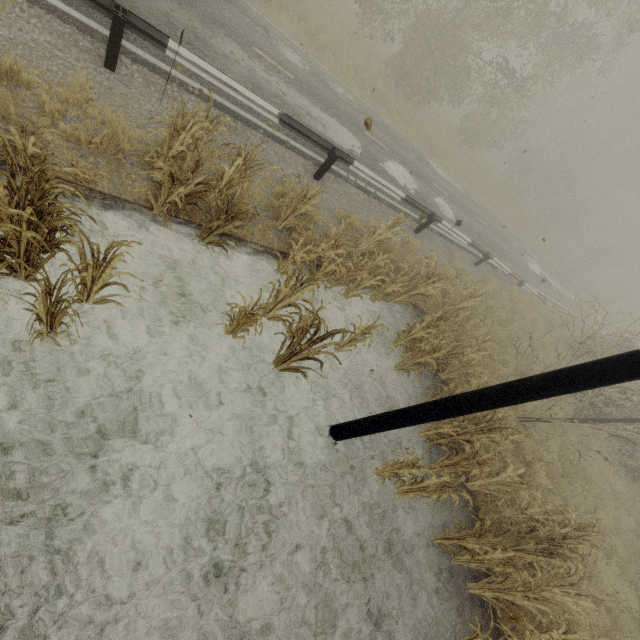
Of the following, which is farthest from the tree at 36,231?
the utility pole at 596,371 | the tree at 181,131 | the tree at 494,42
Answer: the utility pole at 596,371

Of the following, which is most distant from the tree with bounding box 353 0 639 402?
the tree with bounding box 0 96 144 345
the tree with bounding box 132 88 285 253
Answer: the tree with bounding box 0 96 144 345

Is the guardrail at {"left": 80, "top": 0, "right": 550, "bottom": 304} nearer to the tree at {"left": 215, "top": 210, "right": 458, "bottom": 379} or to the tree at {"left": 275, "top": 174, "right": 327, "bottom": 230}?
A: the tree at {"left": 275, "top": 174, "right": 327, "bottom": 230}

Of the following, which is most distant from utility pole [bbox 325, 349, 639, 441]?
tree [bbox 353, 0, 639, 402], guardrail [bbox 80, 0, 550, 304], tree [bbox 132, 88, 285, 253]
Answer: guardrail [bbox 80, 0, 550, 304]

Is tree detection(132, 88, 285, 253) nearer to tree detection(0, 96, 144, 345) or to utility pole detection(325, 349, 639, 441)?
tree detection(0, 96, 144, 345)

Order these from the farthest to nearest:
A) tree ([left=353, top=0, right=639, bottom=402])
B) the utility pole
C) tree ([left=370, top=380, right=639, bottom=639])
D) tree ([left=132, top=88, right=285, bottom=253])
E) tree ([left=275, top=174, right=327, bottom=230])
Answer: tree ([left=353, top=0, right=639, bottom=402]) < tree ([left=275, top=174, right=327, bottom=230]) < tree ([left=370, top=380, right=639, bottom=639]) < tree ([left=132, top=88, right=285, bottom=253]) < the utility pole

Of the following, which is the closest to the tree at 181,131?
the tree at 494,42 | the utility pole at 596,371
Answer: the tree at 494,42

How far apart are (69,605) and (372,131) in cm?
1595
